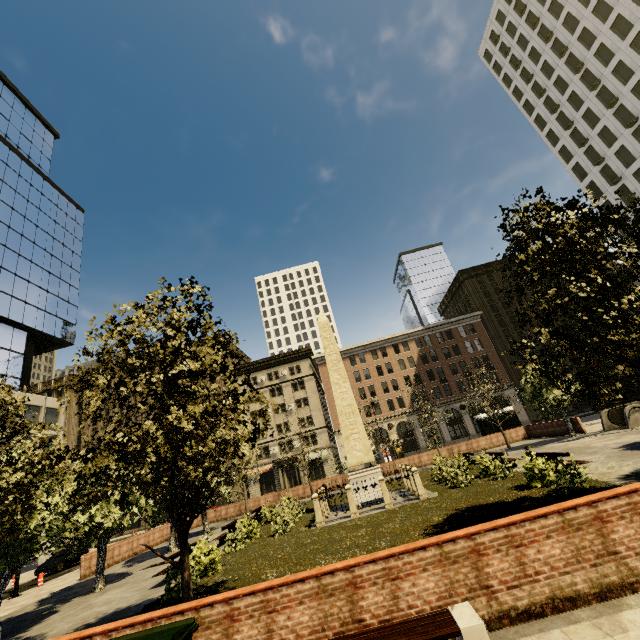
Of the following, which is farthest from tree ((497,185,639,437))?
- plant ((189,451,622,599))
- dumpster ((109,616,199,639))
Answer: dumpster ((109,616,199,639))

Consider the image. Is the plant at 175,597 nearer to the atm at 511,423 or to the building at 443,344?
the atm at 511,423

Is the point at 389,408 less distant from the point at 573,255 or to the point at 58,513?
the point at 573,255

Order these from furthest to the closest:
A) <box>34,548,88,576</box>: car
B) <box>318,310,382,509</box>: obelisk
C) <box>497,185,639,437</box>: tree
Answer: <box>34,548,88,576</box>: car, <box>318,310,382,509</box>: obelisk, <box>497,185,639,437</box>: tree

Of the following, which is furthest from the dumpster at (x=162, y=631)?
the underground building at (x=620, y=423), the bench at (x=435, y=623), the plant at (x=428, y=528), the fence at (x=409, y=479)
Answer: the underground building at (x=620, y=423)

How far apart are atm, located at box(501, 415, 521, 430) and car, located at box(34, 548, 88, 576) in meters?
41.4

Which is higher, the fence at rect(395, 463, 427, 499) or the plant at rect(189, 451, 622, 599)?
the fence at rect(395, 463, 427, 499)

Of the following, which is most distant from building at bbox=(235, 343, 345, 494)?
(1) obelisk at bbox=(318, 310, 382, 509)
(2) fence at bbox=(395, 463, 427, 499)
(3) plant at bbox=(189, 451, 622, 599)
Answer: (1) obelisk at bbox=(318, 310, 382, 509)
